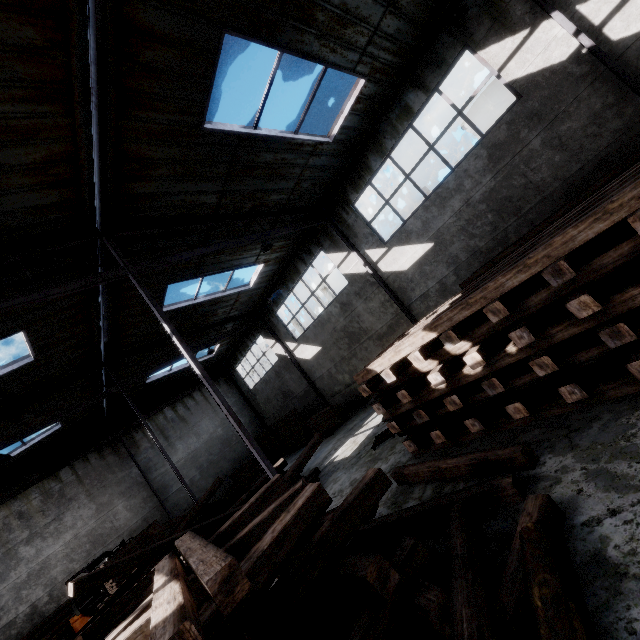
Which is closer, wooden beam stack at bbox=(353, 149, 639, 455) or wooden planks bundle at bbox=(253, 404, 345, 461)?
wooden beam stack at bbox=(353, 149, 639, 455)

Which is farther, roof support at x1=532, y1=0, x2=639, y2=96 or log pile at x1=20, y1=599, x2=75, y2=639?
log pile at x1=20, y1=599, x2=75, y2=639

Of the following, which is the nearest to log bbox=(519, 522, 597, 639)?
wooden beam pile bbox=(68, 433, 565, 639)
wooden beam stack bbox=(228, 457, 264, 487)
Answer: wooden beam pile bbox=(68, 433, 565, 639)

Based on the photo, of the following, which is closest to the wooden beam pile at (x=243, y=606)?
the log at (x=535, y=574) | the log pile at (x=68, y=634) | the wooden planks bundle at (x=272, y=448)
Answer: the log at (x=535, y=574)

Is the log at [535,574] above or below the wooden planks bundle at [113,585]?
below

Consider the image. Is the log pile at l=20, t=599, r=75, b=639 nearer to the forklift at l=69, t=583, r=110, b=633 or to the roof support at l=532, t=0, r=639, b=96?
the forklift at l=69, t=583, r=110, b=633

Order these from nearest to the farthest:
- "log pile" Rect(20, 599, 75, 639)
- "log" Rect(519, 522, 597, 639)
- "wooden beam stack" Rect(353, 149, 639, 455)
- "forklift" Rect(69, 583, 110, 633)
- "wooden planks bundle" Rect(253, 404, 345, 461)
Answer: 1. "log" Rect(519, 522, 597, 639)
2. "wooden beam stack" Rect(353, 149, 639, 455)
3. "forklift" Rect(69, 583, 110, 633)
4. "log pile" Rect(20, 599, 75, 639)
5. "wooden planks bundle" Rect(253, 404, 345, 461)

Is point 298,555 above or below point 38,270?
below
